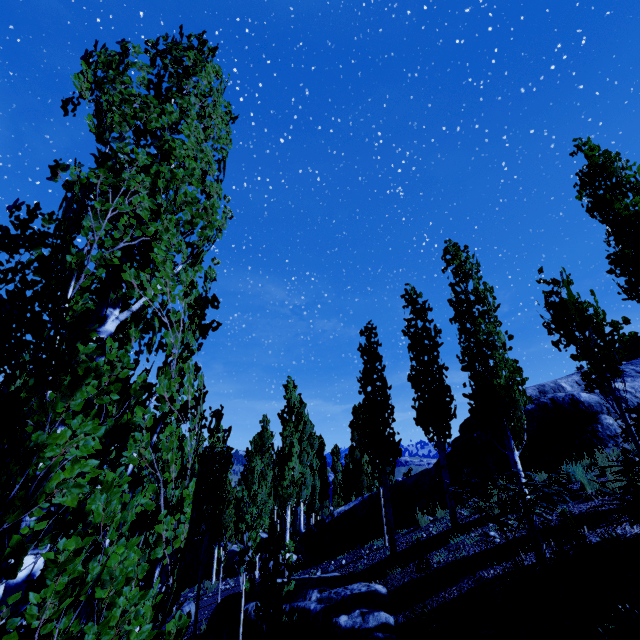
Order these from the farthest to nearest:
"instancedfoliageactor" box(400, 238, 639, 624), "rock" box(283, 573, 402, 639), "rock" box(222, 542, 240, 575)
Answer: "rock" box(222, 542, 240, 575)
"rock" box(283, 573, 402, 639)
"instancedfoliageactor" box(400, 238, 639, 624)

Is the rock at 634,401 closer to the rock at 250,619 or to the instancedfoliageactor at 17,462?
the instancedfoliageactor at 17,462

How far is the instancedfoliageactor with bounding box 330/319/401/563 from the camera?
9.8m

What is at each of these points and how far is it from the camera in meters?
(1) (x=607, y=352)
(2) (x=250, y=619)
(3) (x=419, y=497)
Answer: (1) instancedfoliageactor, 4.7 m
(2) rock, 8.1 m
(3) rock, 12.9 m

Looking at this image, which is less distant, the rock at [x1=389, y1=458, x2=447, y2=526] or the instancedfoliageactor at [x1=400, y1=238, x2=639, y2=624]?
the instancedfoliageactor at [x1=400, y1=238, x2=639, y2=624]

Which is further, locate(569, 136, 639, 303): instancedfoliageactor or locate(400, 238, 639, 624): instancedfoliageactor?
locate(569, 136, 639, 303): instancedfoliageactor

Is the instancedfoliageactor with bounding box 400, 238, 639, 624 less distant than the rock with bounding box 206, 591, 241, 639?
Yes

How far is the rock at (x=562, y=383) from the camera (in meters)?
10.52
